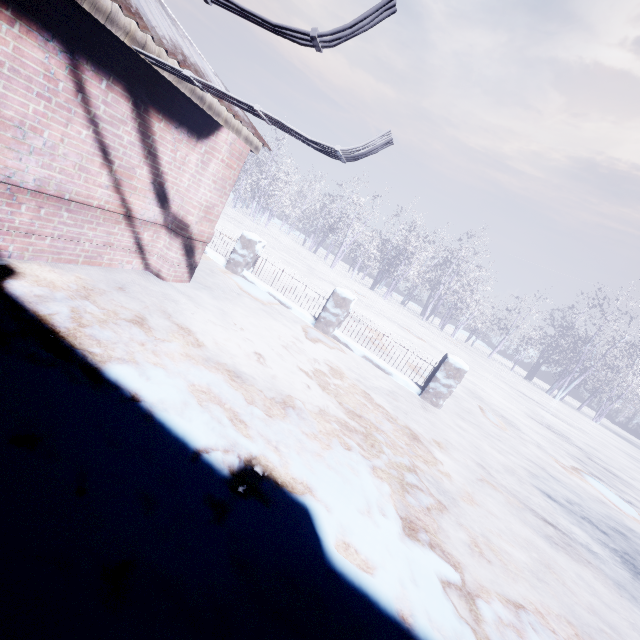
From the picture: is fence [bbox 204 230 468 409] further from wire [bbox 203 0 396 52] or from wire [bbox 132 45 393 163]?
wire [bbox 203 0 396 52]

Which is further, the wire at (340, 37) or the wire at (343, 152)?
the wire at (343, 152)

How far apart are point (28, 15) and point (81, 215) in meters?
1.6

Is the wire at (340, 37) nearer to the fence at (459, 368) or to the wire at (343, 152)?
the wire at (343, 152)

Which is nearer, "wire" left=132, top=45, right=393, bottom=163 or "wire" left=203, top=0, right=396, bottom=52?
"wire" left=203, top=0, right=396, bottom=52

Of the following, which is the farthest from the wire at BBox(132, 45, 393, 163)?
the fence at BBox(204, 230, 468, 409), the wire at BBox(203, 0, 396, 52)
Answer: the fence at BBox(204, 230, 468, 409)

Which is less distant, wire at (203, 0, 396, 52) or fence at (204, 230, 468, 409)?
wire at (203, 0, 396, 52)

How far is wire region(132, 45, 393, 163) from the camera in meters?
2.3 m
